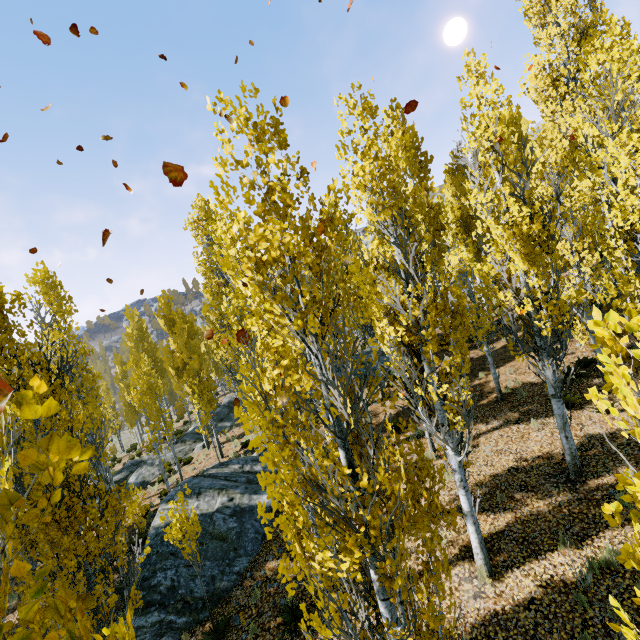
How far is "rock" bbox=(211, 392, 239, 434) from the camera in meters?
24.9 m

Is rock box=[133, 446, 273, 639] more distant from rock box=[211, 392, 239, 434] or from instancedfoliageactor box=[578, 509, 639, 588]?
rock box=[211, 392, 239, 434]

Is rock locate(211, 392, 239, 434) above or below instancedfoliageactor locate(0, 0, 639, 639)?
below

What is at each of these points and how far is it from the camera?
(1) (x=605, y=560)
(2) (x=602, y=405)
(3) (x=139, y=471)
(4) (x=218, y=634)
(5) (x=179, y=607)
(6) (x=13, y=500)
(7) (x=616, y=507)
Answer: (1) instancedfoliageactor, 6.2m
(2) instancedfoliageactor, 2.1m
(3) rock, 21.2m
(4) instancedfoliageactor, 7.8m
(5) rock, 9.0m
(6) instancedfoliageactor, 1.1m
(7) instancedfoliageactor, 2.2m

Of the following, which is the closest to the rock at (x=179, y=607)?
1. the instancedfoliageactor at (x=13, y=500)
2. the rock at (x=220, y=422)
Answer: the instancedfoliageactor at (x=13, y=500)
